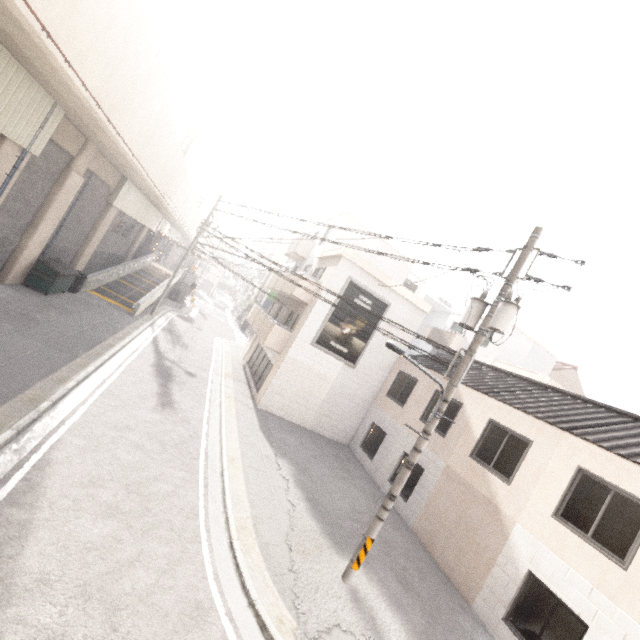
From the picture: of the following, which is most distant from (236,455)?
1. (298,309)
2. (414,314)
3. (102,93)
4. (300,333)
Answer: (414,314)

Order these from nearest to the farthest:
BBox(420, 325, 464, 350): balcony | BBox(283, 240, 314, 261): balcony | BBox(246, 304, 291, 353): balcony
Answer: BBox(246, 304, 291, 353): balcony < BBox(283, 240, 314, 261): balcony < BBox(420, 325, 464, 350): balcony

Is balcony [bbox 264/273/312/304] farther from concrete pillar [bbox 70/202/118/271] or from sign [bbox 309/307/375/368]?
concrete pillar [bbox 70/202/118/271]

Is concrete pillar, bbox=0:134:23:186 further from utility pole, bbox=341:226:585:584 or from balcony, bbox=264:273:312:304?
utility pole, bbox=341:226:585:584

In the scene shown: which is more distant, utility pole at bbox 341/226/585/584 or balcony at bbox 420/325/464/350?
balcony at bbox 420/325/464/350

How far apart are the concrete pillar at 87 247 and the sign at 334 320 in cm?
1458

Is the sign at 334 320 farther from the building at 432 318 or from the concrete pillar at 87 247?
the building at 432 318

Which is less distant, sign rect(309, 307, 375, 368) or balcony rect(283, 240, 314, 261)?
sign rect(309, 307, 375, 368)
